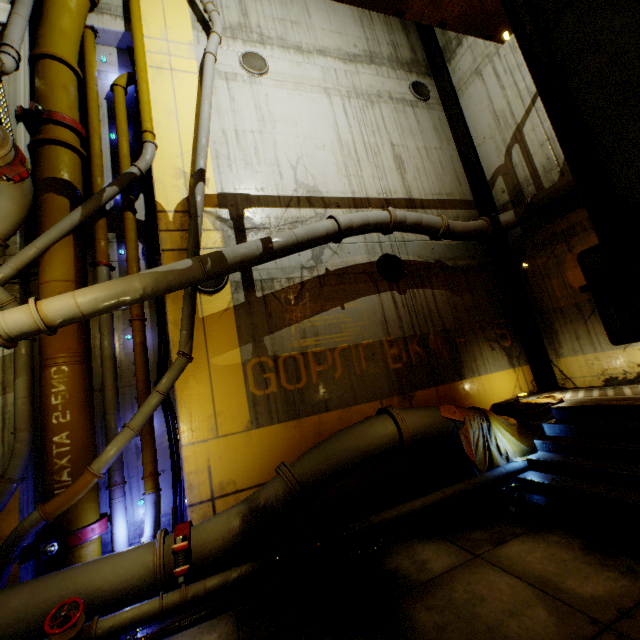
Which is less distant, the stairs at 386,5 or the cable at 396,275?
the stairs at 386,5

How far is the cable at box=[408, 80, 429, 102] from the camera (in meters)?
10.83

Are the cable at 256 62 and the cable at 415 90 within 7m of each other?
yes

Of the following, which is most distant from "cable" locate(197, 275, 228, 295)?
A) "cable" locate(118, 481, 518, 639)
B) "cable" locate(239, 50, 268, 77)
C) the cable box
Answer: the cable box

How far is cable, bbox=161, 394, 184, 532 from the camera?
6.1m

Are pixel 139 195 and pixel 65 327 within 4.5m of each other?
yes

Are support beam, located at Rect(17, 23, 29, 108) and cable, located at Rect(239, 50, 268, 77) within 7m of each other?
yes

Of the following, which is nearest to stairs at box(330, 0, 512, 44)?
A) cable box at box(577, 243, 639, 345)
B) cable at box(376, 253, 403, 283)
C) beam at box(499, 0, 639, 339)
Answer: beam at box(499, 0, 639, 339)
